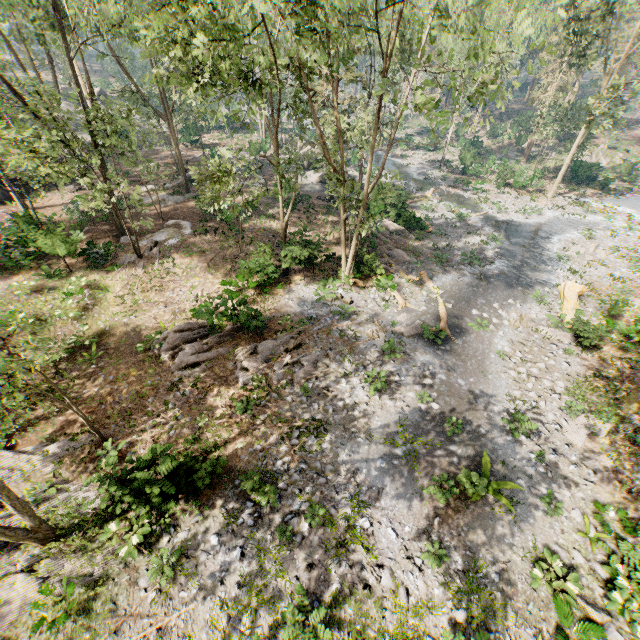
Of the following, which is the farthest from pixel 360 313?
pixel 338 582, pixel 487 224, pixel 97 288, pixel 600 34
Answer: pixel 600 34

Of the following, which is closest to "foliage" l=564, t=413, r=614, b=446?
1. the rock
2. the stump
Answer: the rock

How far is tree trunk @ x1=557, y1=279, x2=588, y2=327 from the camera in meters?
18.3

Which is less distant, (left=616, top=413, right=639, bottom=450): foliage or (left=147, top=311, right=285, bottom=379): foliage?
(left=616, top=413, right=639, bottom=450): foliage

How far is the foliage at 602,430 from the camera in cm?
1321

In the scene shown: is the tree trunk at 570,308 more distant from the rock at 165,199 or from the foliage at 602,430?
the rock at 165,199

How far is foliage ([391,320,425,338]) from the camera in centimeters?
1756cm
